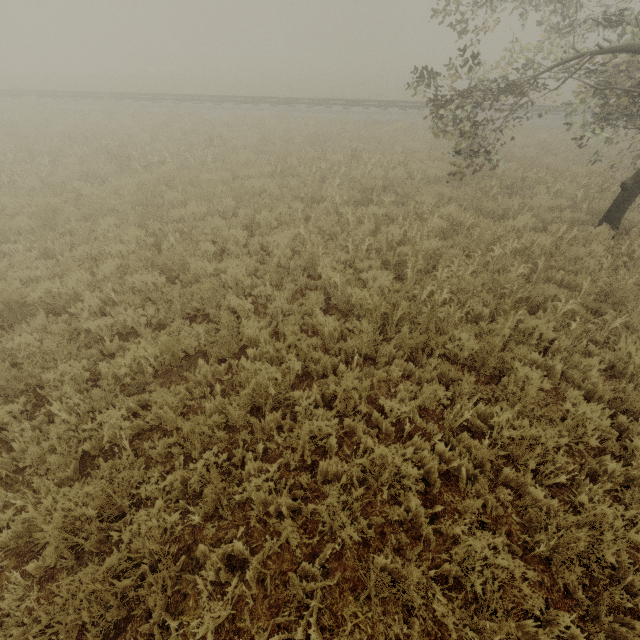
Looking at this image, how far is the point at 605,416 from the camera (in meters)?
3.89
